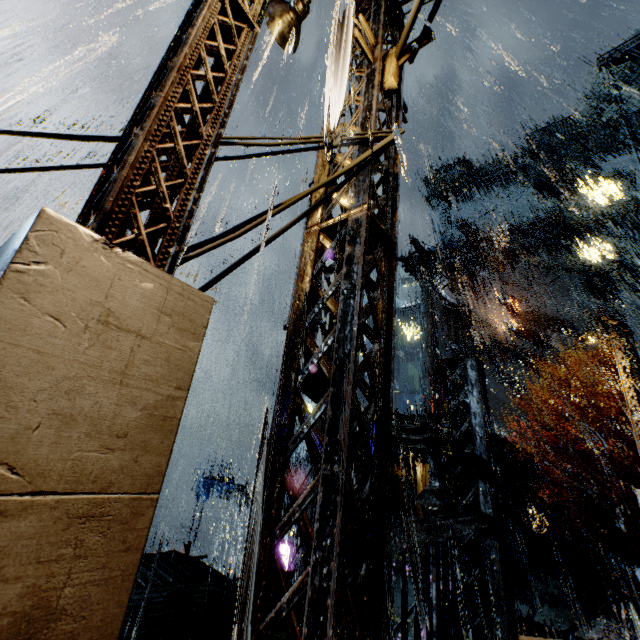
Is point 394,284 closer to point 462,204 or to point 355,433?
point 355,433

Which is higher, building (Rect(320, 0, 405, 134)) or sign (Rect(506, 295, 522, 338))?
sign (Rect(506, 295, 522, 338))

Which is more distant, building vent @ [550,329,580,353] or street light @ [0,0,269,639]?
building vent @ [550,329,580,353]

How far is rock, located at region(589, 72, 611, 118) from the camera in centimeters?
5381cm

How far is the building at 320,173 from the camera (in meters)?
3.47

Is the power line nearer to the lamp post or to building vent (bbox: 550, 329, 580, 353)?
the lamp post

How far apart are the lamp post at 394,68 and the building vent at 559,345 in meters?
43.8 m

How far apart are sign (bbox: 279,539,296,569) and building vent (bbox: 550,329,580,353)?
35.7 meters
